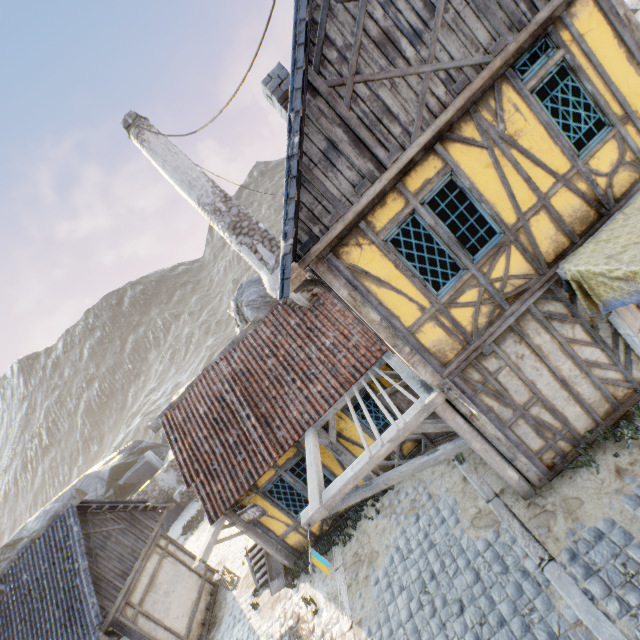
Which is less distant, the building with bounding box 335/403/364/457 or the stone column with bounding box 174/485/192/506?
the building with bounding box 335/403/364/457

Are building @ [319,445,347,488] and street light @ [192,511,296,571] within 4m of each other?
yes

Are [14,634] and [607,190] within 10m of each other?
no

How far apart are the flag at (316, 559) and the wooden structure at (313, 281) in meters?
4.1

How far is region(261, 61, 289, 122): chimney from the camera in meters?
5.9 m

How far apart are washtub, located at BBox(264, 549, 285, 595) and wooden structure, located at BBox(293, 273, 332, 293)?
8.5m

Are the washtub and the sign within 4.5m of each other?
yes

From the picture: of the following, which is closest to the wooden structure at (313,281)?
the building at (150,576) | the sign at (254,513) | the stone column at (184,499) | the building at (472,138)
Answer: the building at (472,138)
